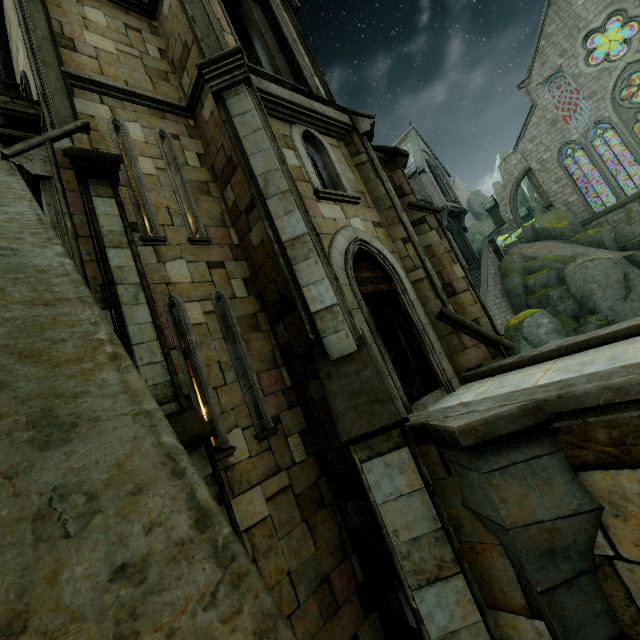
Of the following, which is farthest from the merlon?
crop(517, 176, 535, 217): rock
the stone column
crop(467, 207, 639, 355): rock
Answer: the stone column

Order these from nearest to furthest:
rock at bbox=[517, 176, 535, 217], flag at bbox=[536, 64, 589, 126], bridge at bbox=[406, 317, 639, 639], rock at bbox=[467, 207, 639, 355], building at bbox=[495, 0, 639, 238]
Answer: bridge at bbox=[406, 317, 639, 639], rock at bbox=[467, 207, 639, 355], building at bbox=[495, 0, 639, 238], flag at bbox=[536, 64, 589, 126], rock at bbox=[517, 176, 535, 217]

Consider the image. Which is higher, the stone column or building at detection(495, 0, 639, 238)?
building at detection(495, 0, 639, 238)

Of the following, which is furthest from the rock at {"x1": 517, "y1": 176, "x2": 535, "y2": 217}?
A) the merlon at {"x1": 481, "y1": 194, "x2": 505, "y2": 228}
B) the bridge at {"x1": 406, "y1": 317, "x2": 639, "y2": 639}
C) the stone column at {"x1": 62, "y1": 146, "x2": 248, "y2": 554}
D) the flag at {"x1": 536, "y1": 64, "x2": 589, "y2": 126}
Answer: the stone column at {"x1": 62, "y1": 146, "x2": 248, "y2": 554}

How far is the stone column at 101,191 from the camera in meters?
4.6 m

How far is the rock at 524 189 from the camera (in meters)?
46.44

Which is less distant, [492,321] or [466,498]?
[466,498]

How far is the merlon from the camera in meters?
32.7 m
